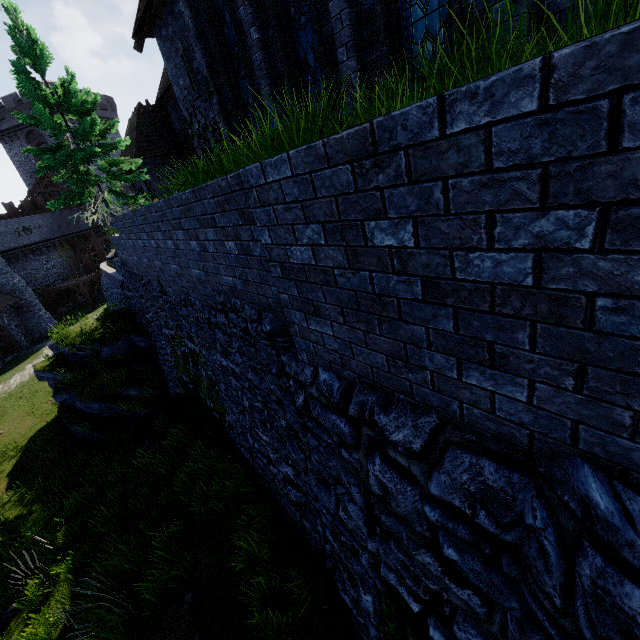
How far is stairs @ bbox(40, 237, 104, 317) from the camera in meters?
31.9 m

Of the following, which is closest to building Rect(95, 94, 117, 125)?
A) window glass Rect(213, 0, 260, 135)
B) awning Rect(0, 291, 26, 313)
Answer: awning Rect(0, 291, 26, 313)

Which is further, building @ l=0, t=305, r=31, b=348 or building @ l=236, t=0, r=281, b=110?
building @ l=0, t=305, r=31, b=348

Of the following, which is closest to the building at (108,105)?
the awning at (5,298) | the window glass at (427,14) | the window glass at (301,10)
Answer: the awning at (5,298)

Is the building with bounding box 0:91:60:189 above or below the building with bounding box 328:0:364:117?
above

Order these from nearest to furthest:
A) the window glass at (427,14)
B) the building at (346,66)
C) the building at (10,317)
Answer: the window glass at (427,14)
the building at (346,66)
the building at (10,317)

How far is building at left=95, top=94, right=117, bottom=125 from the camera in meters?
43.3 m

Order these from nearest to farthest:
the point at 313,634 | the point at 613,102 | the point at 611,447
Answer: the point at 613,102
the point at 611,447
the point at 313,634
